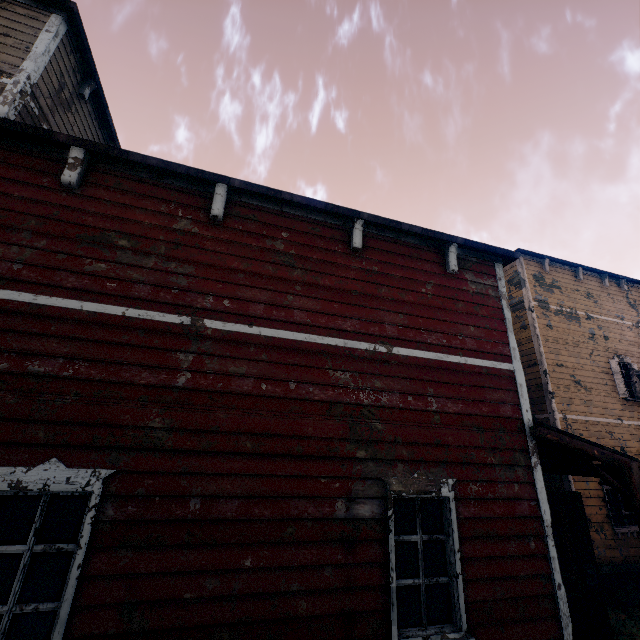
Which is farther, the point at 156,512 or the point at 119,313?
the point at 119,313

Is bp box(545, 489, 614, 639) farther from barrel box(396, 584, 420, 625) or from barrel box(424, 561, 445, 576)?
barrel box(396, 584, 420, 625)

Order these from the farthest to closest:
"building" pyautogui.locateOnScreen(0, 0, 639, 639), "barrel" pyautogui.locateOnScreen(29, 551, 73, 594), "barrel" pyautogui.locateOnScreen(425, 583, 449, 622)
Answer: "barrel" pyautogui.locateOnScreen(29, 551, 73, 594) → "barrel" pyautogui.locateOnScreen(425, 583, 449, 622) → "building" pyautogui.locateOnScreen(0, 0, 639, 639)

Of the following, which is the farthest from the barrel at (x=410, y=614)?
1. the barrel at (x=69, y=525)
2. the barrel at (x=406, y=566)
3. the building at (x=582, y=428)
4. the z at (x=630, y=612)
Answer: the barrel at (x=69, y=525)

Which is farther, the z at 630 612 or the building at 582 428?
the z at 630 612

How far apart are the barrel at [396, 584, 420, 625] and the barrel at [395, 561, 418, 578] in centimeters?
7cm

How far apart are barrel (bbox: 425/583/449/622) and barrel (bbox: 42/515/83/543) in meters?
5.7 m
